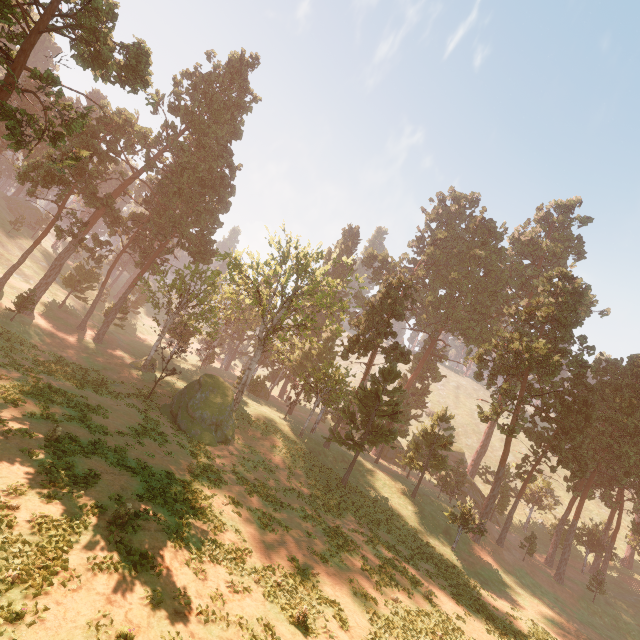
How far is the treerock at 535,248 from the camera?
57.9m

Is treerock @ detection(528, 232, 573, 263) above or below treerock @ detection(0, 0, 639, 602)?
above

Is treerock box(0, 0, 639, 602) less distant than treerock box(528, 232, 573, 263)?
Yes

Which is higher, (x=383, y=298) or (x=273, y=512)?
(x=383, y=298)

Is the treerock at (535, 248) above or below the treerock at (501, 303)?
above

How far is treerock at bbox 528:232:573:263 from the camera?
57.9m
